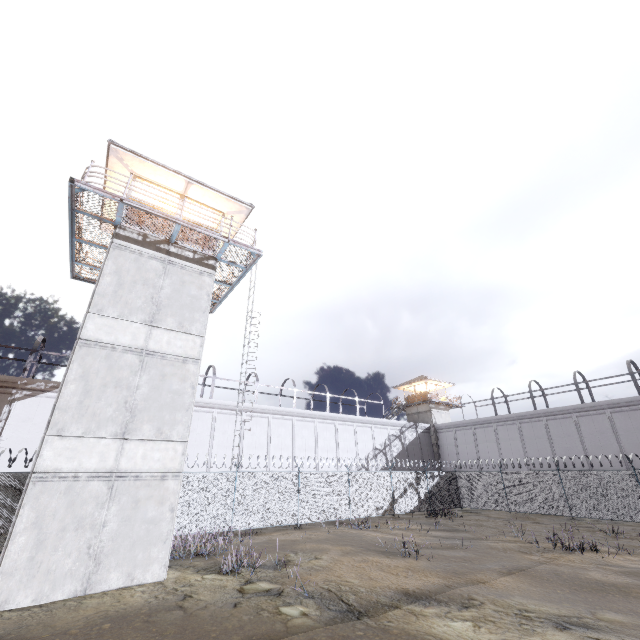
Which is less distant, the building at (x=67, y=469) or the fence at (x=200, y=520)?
the building at (x=67, y=469)

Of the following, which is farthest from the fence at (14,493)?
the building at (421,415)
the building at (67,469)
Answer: the building at (421,415)

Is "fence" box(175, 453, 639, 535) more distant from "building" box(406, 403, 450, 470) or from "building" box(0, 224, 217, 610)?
"building" box(406, 403, 450, 470)

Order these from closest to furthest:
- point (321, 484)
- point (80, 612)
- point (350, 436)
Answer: point (80, 612) < point (321, 484) < point (350, 436)

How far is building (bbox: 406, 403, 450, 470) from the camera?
39.4m

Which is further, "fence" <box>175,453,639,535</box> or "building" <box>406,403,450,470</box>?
"building" <box>406,403,450,470</box>

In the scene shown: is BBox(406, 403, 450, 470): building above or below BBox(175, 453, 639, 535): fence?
above

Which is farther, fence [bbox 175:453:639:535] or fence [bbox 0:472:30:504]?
fence [bbox 175:453:639:535]
